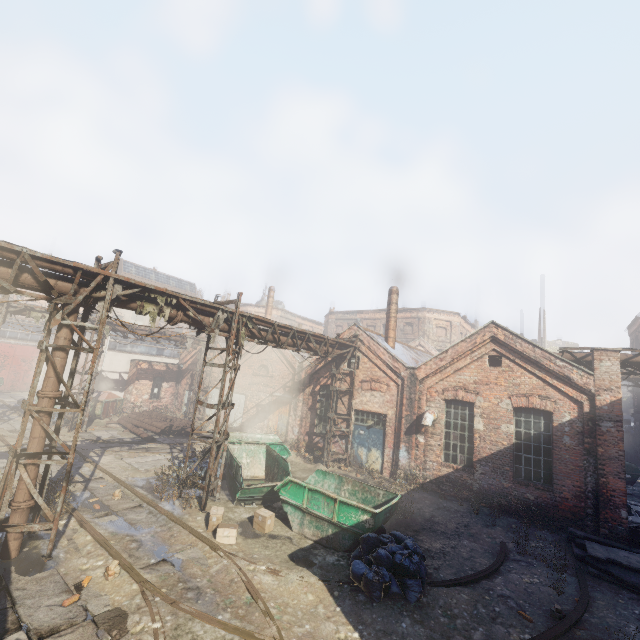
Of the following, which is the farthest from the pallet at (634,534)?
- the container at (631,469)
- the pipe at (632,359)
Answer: the container at (631,469)

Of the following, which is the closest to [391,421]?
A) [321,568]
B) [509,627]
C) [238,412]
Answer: [321,568]

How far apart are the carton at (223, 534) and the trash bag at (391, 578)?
Result: 3.00m

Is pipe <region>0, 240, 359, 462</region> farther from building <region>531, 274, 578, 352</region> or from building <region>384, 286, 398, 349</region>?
building <region>531, 274, 578, 352</region>

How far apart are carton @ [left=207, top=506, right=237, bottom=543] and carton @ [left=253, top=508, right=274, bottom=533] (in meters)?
0.65

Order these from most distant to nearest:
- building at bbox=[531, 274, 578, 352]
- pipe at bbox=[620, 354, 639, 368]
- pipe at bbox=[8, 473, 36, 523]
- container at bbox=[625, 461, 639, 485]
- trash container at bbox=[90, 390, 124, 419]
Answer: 1. building at bbox=[531, 274, 578, 352]
2. trash container at bbox=[90, 390, 124, 419]
3. container at bbox=[625, 461, 639, 485]
4. pipe at bbox=[620, 354, 639, 368]
5. pipe at bbox=[8, 473, 36, 523]

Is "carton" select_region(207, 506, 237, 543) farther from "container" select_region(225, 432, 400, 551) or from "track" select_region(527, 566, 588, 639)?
"container" select_region(225, 432, 400, 551)

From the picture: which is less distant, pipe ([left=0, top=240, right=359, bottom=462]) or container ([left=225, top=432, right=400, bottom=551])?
pipe ([left=0, top=240, right=359, bottom=462])
